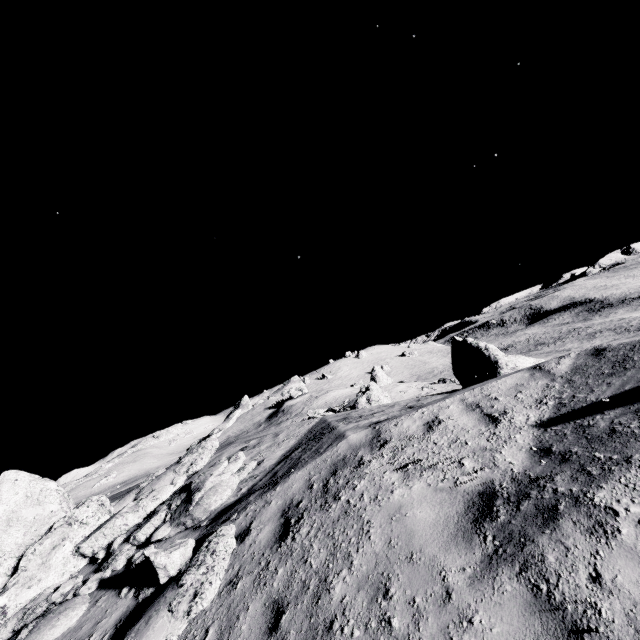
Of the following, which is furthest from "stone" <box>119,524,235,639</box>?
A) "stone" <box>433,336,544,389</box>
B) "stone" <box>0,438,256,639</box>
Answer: "stone" <box>433,336,544,389</box>

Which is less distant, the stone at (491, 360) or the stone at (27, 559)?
the stone at (27, 559)

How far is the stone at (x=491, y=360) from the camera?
11.2m

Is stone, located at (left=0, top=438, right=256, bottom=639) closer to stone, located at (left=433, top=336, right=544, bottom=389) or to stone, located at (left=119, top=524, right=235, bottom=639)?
stone, located at (left=119, top=524, right=235, bottom=639)

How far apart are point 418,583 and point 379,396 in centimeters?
2320cm

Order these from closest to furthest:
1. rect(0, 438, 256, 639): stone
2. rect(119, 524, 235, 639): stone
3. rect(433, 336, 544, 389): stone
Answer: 1. rect(119, 524, 235, 639): stone
2. rect(0, 438, 256, 639): stone
3. rect(433, 336, 544, 389): stone
